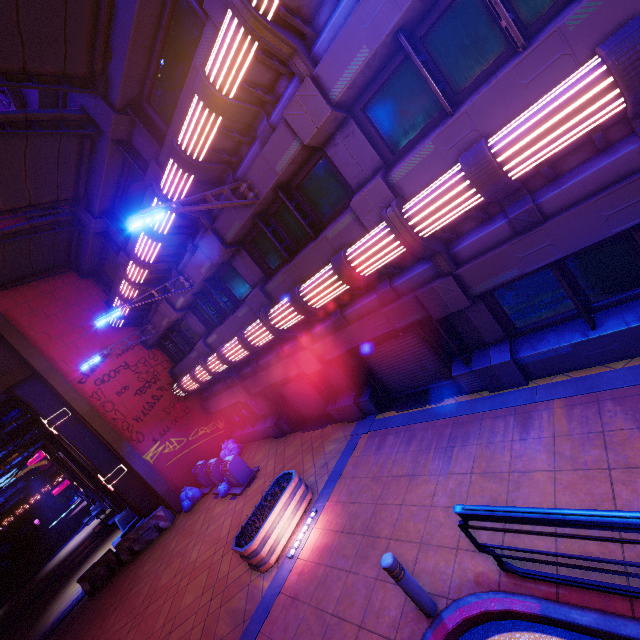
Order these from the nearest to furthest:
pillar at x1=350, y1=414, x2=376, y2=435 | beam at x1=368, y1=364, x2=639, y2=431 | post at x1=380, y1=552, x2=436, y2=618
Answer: post at x1=380, y1=552, x2=436, y2=618 → beam at x1=368, y1=364, x2=639, y2=431 → pillar at x1=350, y1=414, x2=376, y2=435

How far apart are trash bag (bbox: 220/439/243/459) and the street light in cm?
1234

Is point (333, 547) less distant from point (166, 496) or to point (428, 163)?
point (428, 163)

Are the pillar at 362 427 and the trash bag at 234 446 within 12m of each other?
yes

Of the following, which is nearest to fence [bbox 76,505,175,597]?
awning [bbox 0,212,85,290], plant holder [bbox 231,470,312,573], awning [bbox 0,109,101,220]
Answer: plant holder [bbox 231,470,312,573]

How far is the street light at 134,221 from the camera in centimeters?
599cm

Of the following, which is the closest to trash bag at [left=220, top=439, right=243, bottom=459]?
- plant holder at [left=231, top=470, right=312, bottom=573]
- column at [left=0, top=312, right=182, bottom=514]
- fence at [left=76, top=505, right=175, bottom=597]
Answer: column at [left=0, top=312, right=182, bottom=514]

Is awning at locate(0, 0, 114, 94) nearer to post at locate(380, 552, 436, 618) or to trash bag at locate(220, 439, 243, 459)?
post at locate(380, 552, 436, 618)
